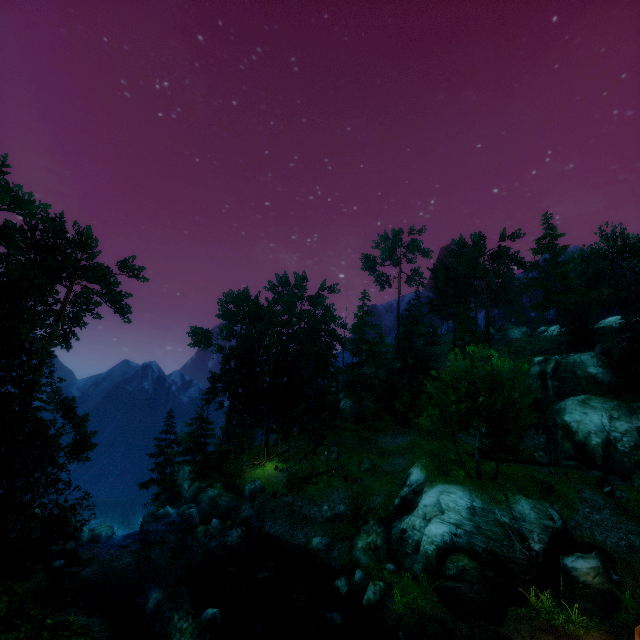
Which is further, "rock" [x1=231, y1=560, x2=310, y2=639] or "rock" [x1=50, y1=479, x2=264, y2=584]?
"rock" [x1=50, y1=479, x2=264, y2=584]

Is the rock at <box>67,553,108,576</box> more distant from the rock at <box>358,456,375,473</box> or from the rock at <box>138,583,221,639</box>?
the rock at <box>358,456,375,473</box>

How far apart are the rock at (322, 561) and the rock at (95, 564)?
12.3m

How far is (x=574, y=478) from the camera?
24.20m

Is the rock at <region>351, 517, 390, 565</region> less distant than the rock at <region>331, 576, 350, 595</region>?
No

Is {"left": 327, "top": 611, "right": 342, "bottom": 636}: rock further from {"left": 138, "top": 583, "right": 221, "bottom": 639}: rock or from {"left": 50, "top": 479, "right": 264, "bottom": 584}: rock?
{"left": 50, "top": 479, "right": 264, "bottom": 584}: rock

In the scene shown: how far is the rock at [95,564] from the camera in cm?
1802

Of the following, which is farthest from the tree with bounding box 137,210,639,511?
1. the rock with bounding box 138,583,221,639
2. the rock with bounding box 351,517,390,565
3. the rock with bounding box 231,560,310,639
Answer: the rock with bounding box 231,560,310,639
